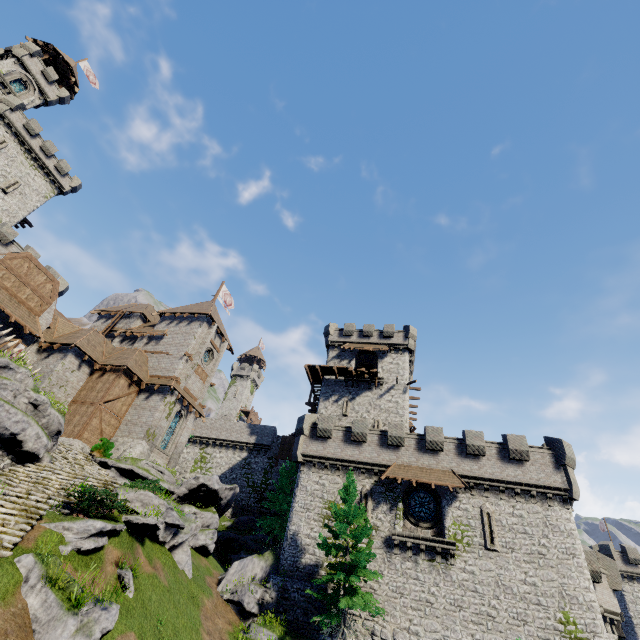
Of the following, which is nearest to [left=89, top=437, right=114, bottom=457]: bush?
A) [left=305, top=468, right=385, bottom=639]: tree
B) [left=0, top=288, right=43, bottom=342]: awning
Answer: [left=0, top=288, right=43, bottom=342]: awning

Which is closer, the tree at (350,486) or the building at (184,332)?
the tree at (350,486)

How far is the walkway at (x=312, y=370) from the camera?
36.62m

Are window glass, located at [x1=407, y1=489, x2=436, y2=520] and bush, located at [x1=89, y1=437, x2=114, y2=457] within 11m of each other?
no

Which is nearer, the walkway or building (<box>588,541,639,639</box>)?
the walkway

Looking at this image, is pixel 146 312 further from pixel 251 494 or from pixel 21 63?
pixel 21 63

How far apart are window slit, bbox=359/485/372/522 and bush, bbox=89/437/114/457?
18.9m

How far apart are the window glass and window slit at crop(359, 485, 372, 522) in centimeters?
264cm
